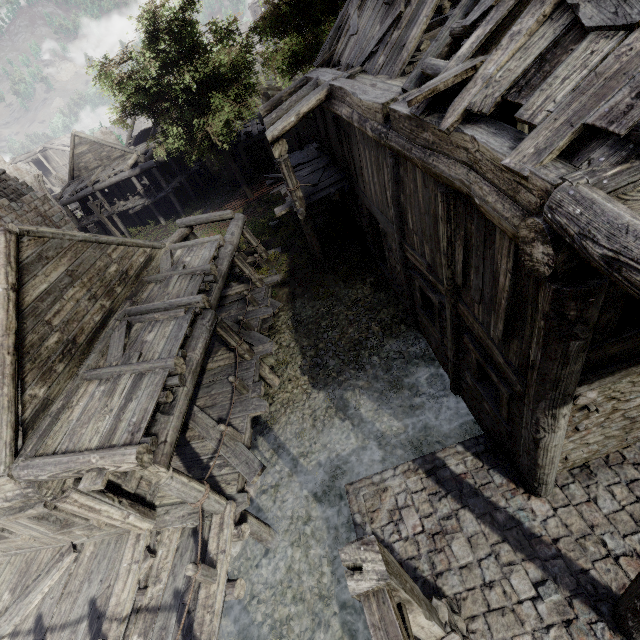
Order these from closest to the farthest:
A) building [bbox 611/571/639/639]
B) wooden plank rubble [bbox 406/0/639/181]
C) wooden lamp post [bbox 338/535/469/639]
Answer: wooden lamp post [bbox 338/535/469/639] < wooden plank rubble [bbox 406/0/639/181] < building [bbox 611/571/639/639]

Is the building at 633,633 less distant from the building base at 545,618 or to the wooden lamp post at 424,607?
the building base at 545,618

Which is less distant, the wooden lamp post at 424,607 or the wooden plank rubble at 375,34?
the wooden lamp post at 424,607

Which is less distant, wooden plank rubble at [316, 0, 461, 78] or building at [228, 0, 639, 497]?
building at [228, 0, 639, 497]

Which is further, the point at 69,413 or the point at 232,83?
the point at 232,83

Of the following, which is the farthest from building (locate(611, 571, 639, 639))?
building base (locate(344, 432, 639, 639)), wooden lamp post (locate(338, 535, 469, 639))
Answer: wooden lamp post (locate(338, 535, 469, 639))

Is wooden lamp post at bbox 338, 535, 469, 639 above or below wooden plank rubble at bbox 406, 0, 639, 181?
below

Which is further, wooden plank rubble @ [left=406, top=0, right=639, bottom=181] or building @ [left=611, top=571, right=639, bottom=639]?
building @ [left=611, top=571, right=639, bottom=639]
